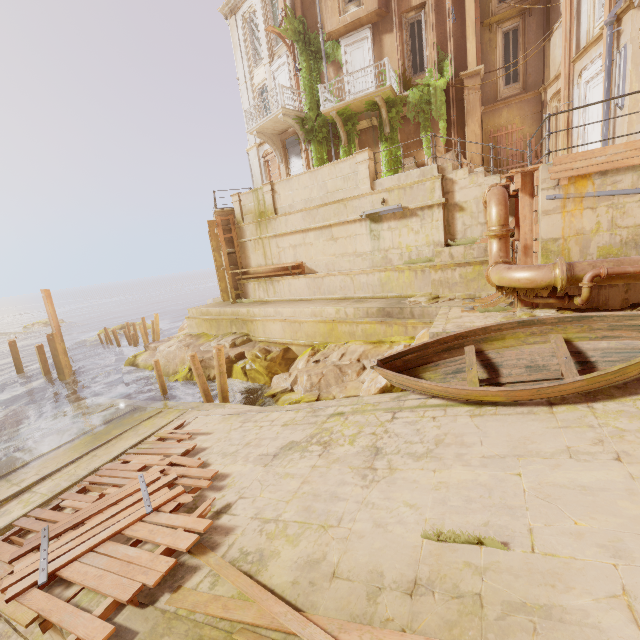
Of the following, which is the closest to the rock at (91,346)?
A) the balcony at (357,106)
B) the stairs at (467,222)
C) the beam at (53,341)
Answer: the beam at (53,341)

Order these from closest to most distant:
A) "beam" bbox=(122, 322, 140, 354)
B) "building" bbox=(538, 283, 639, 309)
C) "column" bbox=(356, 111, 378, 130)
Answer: "building" bbox=(538, 283, 639, 309), "column" bbox=(356, 111, 378, 130), "beam" bbox=(122, 322, 140, 354)

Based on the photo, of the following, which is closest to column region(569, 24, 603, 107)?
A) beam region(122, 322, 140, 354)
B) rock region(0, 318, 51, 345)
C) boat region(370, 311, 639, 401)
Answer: boat region(370, 311, 639, 401)

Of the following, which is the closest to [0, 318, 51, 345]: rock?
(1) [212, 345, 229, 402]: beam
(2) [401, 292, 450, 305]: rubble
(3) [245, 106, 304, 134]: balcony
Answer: (3) [245, 106, 304, 134]: balcony

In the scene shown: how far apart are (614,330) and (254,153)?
22.3m

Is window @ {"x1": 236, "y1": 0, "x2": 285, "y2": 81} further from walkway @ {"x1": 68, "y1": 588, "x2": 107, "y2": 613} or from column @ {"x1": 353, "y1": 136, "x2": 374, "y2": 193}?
walkway @ {"x1": 68, "y1": 588, "x2": 107, "y2": 613}

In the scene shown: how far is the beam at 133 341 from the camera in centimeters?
2356cm

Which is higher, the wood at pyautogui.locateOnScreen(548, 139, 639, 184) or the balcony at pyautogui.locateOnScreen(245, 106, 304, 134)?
the balcony at pyautogui.locateOnScreen(245, 106, 304, 134)
